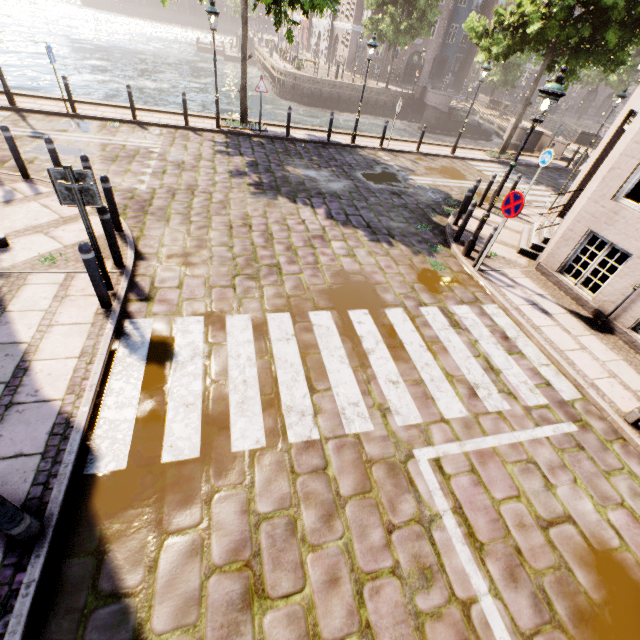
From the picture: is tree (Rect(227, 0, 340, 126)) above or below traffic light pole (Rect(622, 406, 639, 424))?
above

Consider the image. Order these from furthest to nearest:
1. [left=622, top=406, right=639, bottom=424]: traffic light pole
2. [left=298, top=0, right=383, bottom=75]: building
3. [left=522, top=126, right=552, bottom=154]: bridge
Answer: [left=298, top=0, right=383, bottom=75]: building → [left=522, top=126, right=552, bottom=154]: bridge → [left=622, top=406, right=639, bottom=424]: traffic light pole

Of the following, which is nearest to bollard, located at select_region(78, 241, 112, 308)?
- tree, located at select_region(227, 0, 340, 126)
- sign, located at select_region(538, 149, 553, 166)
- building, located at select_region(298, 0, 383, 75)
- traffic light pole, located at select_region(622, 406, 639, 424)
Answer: traffic light pole, located at select_region(622, 406, 639, 424)

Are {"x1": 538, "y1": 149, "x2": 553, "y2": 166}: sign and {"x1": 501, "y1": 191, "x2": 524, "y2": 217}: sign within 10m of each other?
yes

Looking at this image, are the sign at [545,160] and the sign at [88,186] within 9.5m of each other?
A: no

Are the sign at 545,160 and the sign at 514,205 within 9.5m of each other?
yes

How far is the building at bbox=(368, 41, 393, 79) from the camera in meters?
38.6

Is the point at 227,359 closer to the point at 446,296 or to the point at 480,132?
the point at 446,296
